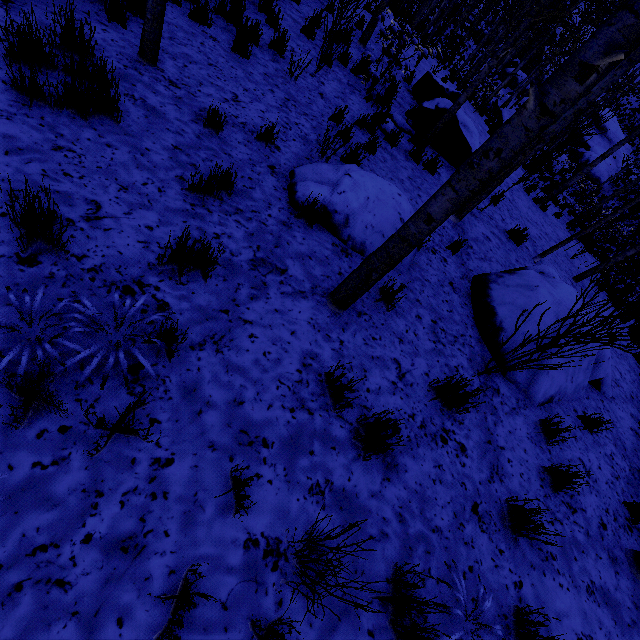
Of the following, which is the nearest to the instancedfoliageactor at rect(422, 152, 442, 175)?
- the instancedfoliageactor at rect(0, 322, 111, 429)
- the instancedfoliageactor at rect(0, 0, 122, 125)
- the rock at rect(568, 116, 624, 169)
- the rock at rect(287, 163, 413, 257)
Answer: the rock at rect(568, 116, 624, 169)

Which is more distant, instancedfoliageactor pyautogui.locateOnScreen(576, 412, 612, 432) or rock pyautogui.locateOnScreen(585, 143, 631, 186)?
rock pyautogui.locateOnScreen(585, 143, 631, 186)

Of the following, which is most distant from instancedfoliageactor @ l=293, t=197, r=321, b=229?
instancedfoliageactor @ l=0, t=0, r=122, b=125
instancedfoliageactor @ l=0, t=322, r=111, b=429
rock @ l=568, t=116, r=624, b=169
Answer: instancedfoliageactor @ l=0, t=322, r=111, b=429

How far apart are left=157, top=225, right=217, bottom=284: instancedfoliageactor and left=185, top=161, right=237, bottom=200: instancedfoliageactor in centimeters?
72cm

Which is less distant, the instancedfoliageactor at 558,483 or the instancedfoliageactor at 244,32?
the instancedfoliageactor at 558,483

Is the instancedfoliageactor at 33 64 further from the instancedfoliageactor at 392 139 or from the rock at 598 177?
the rock at 598 177

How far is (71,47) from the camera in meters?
3.2 m

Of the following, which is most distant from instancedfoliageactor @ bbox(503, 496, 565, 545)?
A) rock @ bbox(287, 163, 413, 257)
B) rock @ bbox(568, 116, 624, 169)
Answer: rock @ bbox(287, 163, 413, 257)
